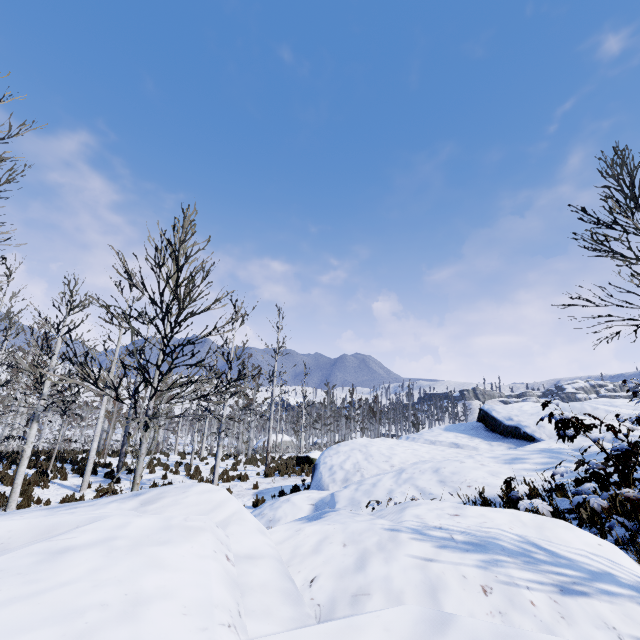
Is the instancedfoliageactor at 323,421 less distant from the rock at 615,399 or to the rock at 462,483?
the rock at 615,399

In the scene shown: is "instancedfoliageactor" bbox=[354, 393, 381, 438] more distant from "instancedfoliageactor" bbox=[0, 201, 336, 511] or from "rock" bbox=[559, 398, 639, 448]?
"rock" bbox=[559, 398, 639, 448]

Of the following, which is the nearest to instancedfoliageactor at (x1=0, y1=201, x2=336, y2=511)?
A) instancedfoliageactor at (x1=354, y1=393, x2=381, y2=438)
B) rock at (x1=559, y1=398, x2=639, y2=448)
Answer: instancedfoliageactor at (x1=354, y1=393, x2=381, y2=438)

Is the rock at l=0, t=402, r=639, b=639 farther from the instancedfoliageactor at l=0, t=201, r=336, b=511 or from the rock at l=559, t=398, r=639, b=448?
the instancedfoliageactor at l=0, t=201, r=336, b=511

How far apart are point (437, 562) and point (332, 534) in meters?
0.7

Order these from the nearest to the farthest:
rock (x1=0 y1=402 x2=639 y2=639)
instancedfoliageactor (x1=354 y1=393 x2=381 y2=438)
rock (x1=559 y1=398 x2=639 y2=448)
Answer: rock (x1=0 y1=402 x2=639 y2=639) → rock (x1=559 y1=398 x2=639 y2=448) → instancedfoliageactor (x1=354 y1=393 x2=381 y2=438)

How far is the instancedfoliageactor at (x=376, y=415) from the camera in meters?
23.1

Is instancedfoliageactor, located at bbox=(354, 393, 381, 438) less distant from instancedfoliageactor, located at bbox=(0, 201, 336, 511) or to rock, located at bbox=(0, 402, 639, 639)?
instancedfoliageactor, located at bbox=(0, 201, 336, 511)
